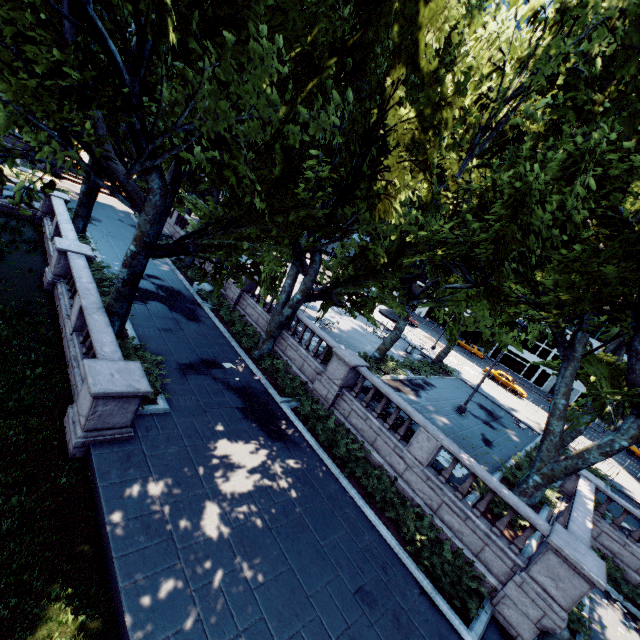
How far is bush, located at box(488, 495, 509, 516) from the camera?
12.07m

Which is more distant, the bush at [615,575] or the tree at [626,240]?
the bush at [615,575]

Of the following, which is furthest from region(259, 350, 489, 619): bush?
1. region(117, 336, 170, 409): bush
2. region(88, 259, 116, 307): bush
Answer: region(88, 259, 116, 307): bush

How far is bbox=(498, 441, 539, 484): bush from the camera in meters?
15.4

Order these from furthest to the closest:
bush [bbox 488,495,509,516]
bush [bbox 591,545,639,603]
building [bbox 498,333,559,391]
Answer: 1. building [bbox 498,333,559,391]
2. bush [bbox 591,545,639,603]
3. bush [bbox 488,495,509,516]

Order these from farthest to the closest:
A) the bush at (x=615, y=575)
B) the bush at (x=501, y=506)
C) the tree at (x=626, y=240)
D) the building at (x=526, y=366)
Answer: the building at (x=526, y=366) → the bush at (x=615, y=575) → the bush at (x=501, y=506) → the tree at (x=626, y=240)

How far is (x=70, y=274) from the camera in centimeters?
1466cm

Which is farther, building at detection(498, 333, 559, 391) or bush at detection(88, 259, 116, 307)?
building at detection(498, 333, 559, 391)
